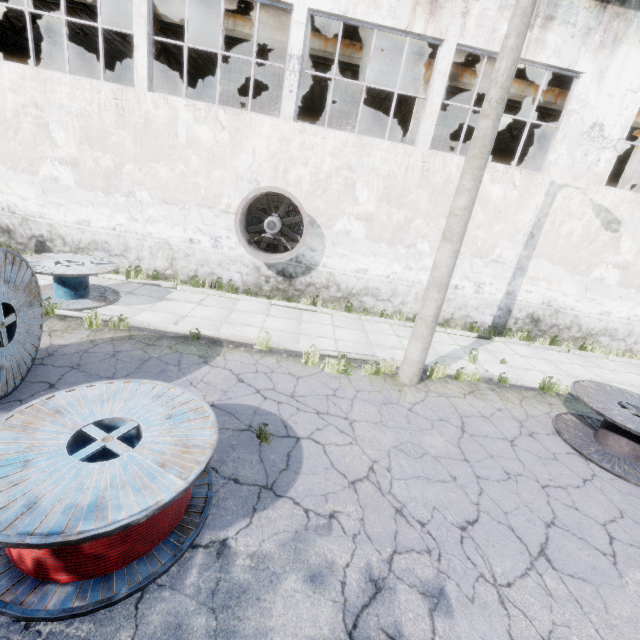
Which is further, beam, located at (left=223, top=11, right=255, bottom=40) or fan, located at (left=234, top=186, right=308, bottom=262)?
beam, located at (left=223, top=11, right=255, bottom=40)

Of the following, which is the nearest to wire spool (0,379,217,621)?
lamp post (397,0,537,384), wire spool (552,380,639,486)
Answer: lamp post (397,0,537,384)

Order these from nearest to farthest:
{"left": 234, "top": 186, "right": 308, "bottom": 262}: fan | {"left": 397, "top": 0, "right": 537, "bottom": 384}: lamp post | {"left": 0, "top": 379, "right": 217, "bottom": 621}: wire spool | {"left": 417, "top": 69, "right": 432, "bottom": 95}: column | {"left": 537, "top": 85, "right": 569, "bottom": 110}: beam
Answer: {"left": 0, "top": 379, "right": 217, "bottom": 621}: wire spool, {"left": 397, "top": 0, "right": 537, "bottom": 384}: lamp post, {"left": 234, "top": 186, "right": 308, "bottom": 262}: fan, {"left": 417, "top": 69, "right": 432, "bottom": 95}: column, {"left": 537, "top": 85, "right": 569, "bottom": 110}: beam

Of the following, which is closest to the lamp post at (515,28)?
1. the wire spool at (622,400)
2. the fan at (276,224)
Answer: the wire spool at (622,400)

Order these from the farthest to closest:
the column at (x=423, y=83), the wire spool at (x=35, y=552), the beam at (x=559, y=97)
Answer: the beam at (x=559, y=97), the column at (x=423, y=83), the wire spool at (x=35, y=552)

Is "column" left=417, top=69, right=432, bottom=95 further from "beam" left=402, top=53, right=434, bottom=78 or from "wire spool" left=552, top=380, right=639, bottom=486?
"wire spool" left=552, top=380, right=639, bottom=486

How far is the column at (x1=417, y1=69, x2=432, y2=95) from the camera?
11.0 meters

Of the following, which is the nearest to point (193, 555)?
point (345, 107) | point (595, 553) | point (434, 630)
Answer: point (434, 630)
